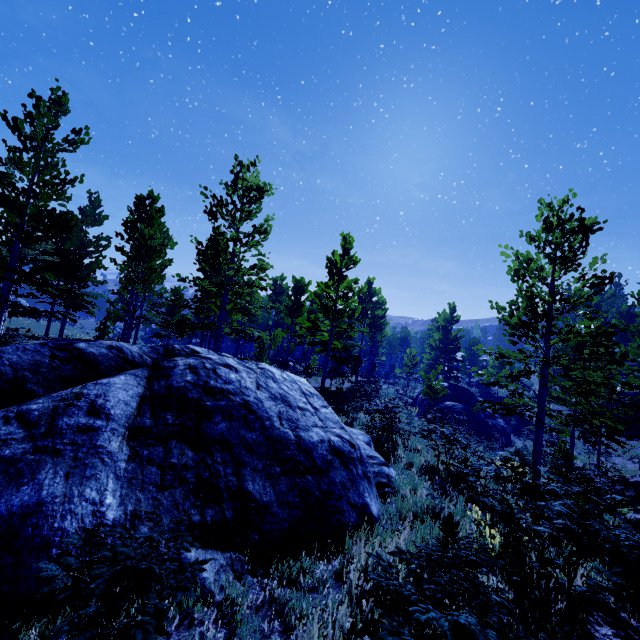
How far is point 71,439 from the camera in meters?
4.0

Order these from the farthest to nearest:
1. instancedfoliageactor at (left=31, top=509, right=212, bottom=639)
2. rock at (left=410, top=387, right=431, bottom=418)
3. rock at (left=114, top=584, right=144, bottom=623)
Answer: rock at (left=410, top=387, right=431, bottom=418) < rock at (left=114, top=584, right=144, bottom=623) < instancedfoliageactor at (left=31, top=509, right=212, bottom=639)

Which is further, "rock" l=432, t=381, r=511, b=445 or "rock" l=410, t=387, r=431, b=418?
"rock" l=410, t=387, r=431, b=418

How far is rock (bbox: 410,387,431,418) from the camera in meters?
24.8

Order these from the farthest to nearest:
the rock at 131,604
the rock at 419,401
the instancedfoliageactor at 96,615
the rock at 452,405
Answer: the rock at 419,401 → the rock at 452,405 → the rock at 131,604 → the instancedfoliageactor at 96,615

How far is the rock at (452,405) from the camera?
22.9 meters

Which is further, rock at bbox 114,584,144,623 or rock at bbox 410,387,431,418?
rock at bbox 410,387,431,418

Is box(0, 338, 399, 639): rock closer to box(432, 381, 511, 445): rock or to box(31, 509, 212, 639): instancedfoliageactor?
box(31, 509, 212, 639): instancedfoliageactor
